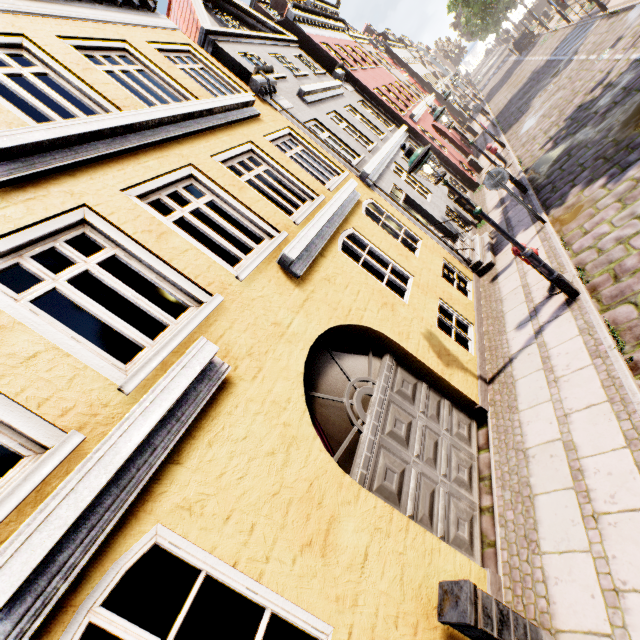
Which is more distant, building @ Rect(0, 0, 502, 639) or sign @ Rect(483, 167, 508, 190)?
sign @ Rect(483, 167, 508, 190)

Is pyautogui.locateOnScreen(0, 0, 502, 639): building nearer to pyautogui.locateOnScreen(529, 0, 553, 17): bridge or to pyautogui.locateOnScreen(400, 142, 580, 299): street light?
pyautogui.locateOnScreen(400, 142, 580, 299): street light

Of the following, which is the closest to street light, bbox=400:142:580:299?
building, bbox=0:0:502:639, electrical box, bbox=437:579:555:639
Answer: building, bbox=0:0:502:639

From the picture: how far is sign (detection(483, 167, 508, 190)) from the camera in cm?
761

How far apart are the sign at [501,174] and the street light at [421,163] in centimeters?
312cm

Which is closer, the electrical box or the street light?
the electrical box

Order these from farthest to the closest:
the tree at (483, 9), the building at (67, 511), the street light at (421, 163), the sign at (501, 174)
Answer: the tree at (483, 9)
the sign at (501, 174)
the street light at (421, 163)
the building at (67, 511)

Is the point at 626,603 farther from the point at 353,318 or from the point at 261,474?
the point at 353,318
